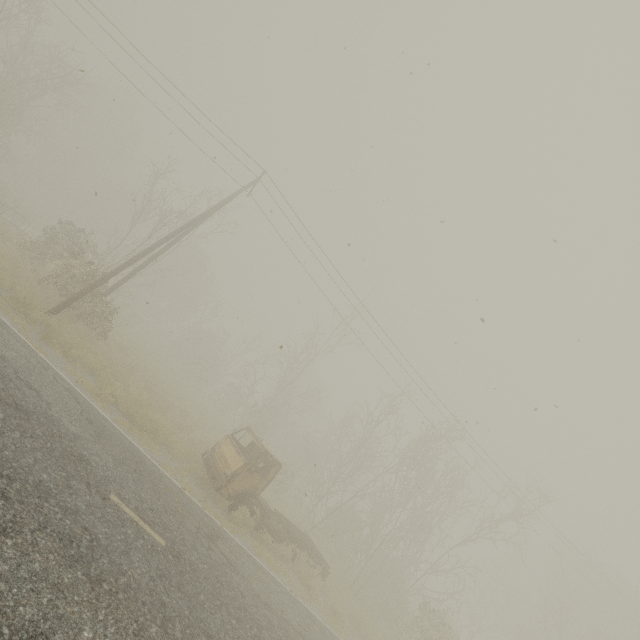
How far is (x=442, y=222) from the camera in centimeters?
651cm

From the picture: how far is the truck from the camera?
12.05m

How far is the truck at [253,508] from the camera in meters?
12.1
